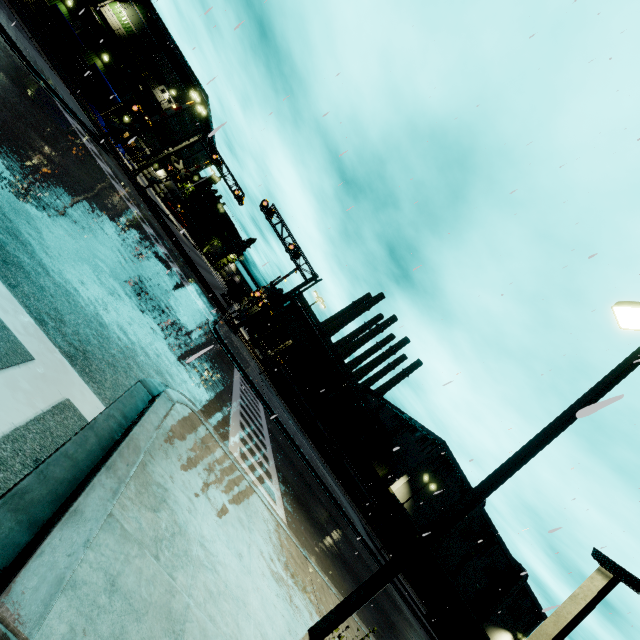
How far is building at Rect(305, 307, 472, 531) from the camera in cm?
4794

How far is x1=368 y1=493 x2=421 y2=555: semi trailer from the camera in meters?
25.7 m

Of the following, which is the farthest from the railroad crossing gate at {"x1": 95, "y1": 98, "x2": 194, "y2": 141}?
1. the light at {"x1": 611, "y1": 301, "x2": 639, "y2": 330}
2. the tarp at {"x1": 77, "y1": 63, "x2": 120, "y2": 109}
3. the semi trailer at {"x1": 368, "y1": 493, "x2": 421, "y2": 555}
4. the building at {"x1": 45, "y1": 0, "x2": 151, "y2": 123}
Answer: the light at {"x1": 611, "y1": 301, "x2": 639, "y2": 330}

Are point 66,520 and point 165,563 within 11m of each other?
yes

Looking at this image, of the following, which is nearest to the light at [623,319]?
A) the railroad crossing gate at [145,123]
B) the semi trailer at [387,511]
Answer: the semi trailer at [387,511]

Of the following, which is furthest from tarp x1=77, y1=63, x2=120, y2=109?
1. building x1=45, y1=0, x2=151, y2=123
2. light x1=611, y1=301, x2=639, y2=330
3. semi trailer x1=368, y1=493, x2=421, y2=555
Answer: light x1=611, y1=301, x2=639, y2=330

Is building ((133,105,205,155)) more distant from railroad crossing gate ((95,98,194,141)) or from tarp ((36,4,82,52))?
railroad crossing gate ((95,98,194,141))

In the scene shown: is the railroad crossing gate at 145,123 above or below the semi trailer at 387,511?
above
